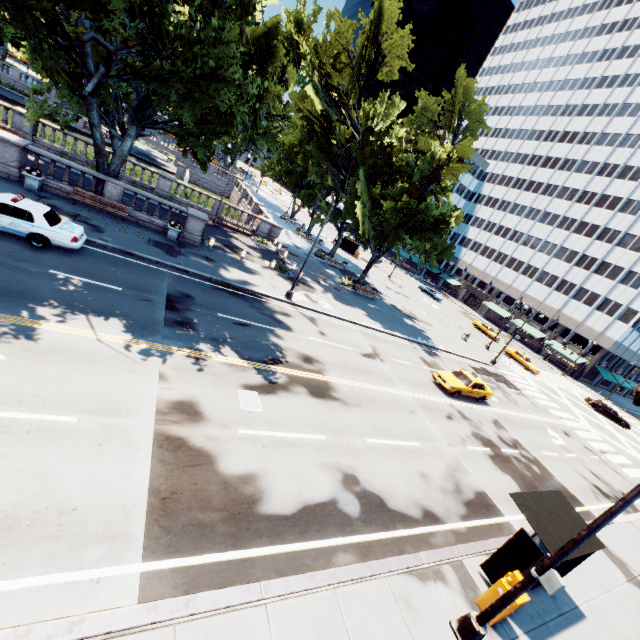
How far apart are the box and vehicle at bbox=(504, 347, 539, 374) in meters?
40.4 m

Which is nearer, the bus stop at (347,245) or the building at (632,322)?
the building at (632,322)

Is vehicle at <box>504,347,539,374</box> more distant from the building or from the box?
the box

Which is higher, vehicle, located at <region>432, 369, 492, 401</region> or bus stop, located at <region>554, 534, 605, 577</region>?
bus stop, located at <region>554, 534, 605, 577</region>

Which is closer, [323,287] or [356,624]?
[356,624]

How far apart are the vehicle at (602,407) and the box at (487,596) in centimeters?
4388cm

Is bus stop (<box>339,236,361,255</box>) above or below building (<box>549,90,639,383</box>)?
below

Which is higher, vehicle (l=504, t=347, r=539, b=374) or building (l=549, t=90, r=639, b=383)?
building (l=549, t=90, r=639, b=383)
